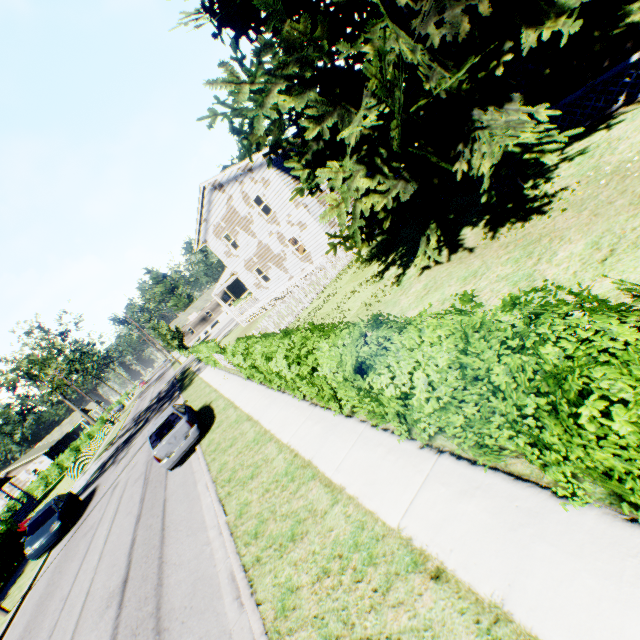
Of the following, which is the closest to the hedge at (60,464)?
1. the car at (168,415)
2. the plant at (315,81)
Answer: the plant at (315,81)

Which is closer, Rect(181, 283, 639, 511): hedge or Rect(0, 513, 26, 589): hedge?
Rect(181, 283, 639, 511): hedge

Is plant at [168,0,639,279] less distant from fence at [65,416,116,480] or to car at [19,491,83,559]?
car at [19,491,83,559]

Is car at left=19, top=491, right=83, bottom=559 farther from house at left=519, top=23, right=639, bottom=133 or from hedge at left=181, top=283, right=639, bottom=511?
house at left=519, top=23, right=639, bottom=133

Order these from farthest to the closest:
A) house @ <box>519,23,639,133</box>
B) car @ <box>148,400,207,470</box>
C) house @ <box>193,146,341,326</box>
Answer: house @ <box>193,146,341,326</box>
car @ <box>148,400,207,470</box>
house @ <box>519,23,639,133</box>

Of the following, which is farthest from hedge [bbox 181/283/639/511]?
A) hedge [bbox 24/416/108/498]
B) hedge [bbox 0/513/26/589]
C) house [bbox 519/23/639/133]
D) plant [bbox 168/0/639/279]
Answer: hedge [bbox 24/416/108/498]

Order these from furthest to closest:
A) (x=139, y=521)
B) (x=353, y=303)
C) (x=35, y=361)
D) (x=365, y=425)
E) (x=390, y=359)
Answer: (x=35, y=361) < (x=353, y=303) < (x=139, y=521) < (x=365, y=425) < (x=390, y=359)

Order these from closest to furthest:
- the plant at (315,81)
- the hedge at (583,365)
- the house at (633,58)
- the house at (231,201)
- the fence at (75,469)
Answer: the hedge at (583,365)
the plant at (315,81)
the house at (633,58)
the house at (231,201)
the fence at (75,469)
